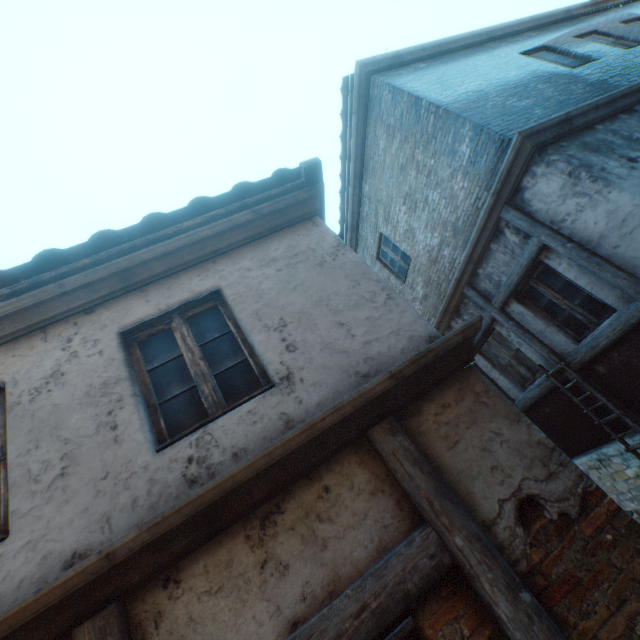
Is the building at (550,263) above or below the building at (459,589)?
above

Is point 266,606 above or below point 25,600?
below

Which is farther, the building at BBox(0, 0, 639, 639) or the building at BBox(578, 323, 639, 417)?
the building at BBox(578, 323, 639, 417)

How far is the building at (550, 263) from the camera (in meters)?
4.92

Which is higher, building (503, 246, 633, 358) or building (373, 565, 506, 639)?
building (503, 246, 633, 358)
